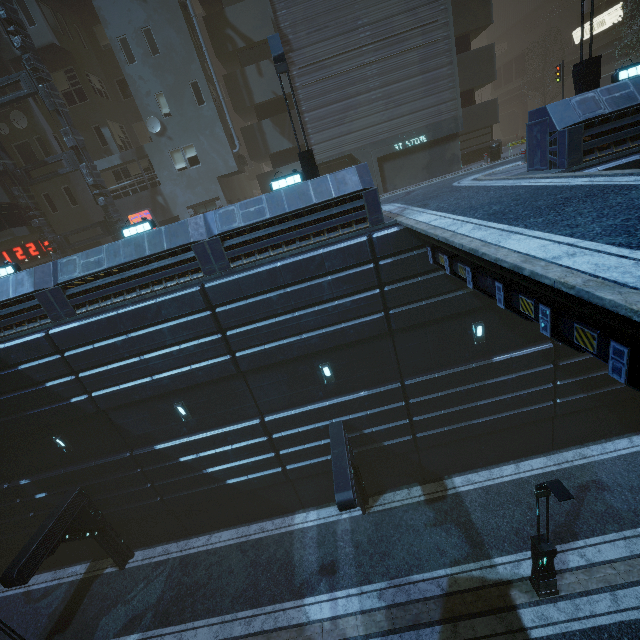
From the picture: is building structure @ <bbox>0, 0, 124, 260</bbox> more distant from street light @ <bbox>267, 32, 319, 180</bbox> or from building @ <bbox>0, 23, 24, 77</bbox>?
street light @ <bbox>267, 32, 319, 180</bbox>

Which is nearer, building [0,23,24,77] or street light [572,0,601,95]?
street light [572,0,601,95]

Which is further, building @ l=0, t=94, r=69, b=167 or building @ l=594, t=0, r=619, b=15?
building @ l=594, t=0, r=619, b=15

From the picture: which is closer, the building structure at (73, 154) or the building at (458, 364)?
the building at (458, 364)

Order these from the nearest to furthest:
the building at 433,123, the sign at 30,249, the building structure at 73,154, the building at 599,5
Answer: the building at 433,123
the building structure at 73,154
the sign at 30,249
the building at 599,5

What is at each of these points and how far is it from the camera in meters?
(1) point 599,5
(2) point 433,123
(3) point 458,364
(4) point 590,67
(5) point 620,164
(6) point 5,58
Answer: (1) building, 28.4 m
(2) building, 19.0 m
(3) building, 12.9 m
(4) street light, 11.3 m
(5) building, 9.9 m
(6) building, 18.4 m

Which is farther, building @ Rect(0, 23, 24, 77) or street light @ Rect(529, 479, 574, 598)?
building @ Rect(0, 23, 24, 77)

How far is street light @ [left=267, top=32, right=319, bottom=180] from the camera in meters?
11.1 m
